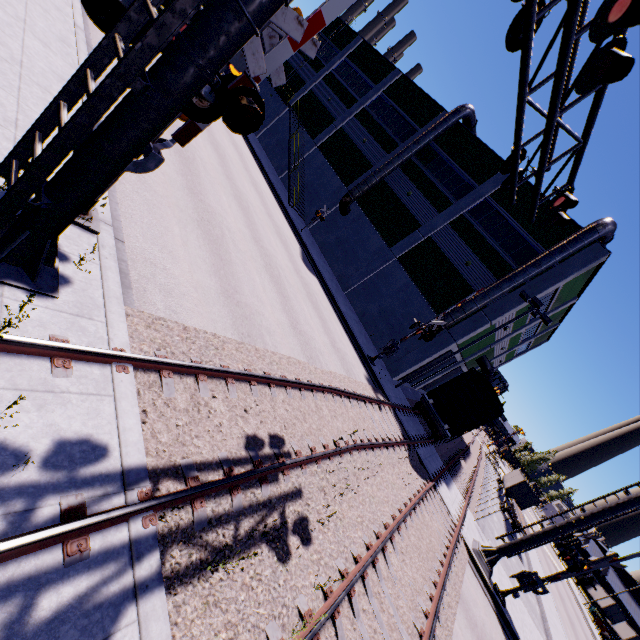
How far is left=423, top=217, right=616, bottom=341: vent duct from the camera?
18.44m

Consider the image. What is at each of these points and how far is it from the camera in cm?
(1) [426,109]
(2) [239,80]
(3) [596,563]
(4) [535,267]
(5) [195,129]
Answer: (1) building, 2769
(2) railroad crossing gate, 509
(3) railroad crossing gate, 1315
(4) vent duct, 1922
(5) railroad crossing gate, 541

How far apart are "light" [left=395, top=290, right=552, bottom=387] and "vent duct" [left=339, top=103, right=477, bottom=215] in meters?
13.8

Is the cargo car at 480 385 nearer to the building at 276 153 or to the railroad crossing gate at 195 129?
the building at 276 153

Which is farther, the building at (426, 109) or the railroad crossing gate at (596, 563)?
the building at (426, 109)

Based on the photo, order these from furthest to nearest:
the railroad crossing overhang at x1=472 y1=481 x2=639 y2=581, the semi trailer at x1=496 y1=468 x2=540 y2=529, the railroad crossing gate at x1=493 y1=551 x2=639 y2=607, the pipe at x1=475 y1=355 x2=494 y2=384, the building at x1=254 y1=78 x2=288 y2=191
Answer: the building at x1=254 y1=78 x2=288 y2=191 → the semi trailer at x1=496 y1=468 x2=540 y2=529 → the pipe at x1=475 y1=355 x2=494 y2=384 → the railroad crossing overhang at x1=472 y1=481 x2=639 y2=581 → the railroad crossing gate at x1=493 y1=551 x2=639 y2=607

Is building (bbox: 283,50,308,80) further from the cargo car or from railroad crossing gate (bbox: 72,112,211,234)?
railroad crossing gate (bbox: 72,112,211,234)

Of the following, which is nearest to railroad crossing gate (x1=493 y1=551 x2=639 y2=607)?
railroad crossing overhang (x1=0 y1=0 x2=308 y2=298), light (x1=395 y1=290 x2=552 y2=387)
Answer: light (x1=395 y1=290 x2=552 y2=387)
